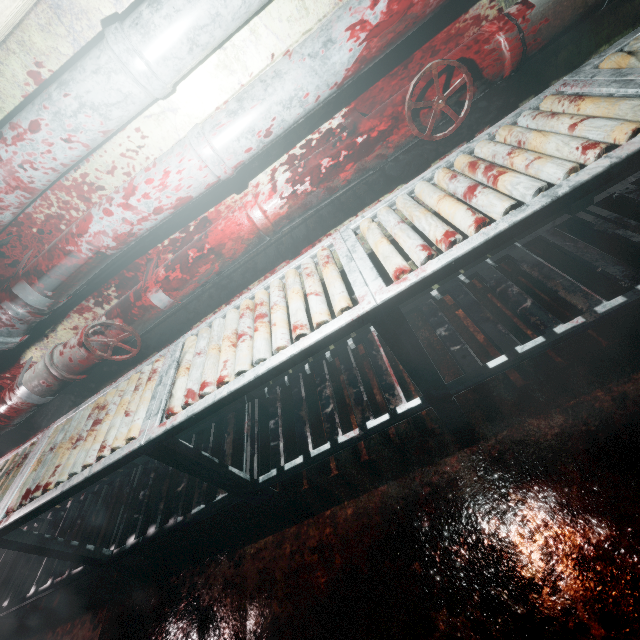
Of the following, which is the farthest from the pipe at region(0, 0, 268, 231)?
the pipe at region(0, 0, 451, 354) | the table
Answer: the table

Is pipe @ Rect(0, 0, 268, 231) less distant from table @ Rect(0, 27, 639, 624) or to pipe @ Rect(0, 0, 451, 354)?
pipe @ Rect(0, 0, 451, 354)

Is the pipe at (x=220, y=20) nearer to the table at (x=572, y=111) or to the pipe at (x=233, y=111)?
the pipe at (x=233, y=111)

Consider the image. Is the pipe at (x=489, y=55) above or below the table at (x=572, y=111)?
above

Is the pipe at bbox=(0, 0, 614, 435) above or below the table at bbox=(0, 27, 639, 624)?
above

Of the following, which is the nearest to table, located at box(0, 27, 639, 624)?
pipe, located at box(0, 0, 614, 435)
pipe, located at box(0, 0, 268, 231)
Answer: pipe, located at box(0, 0, 614, 435)

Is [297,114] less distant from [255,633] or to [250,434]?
[250,434]

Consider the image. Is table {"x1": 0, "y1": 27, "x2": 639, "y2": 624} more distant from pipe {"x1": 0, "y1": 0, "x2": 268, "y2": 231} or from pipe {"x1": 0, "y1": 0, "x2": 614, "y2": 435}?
pipe {"x1": 0, "y1": 0, "x2": 268, "y2": 231}
